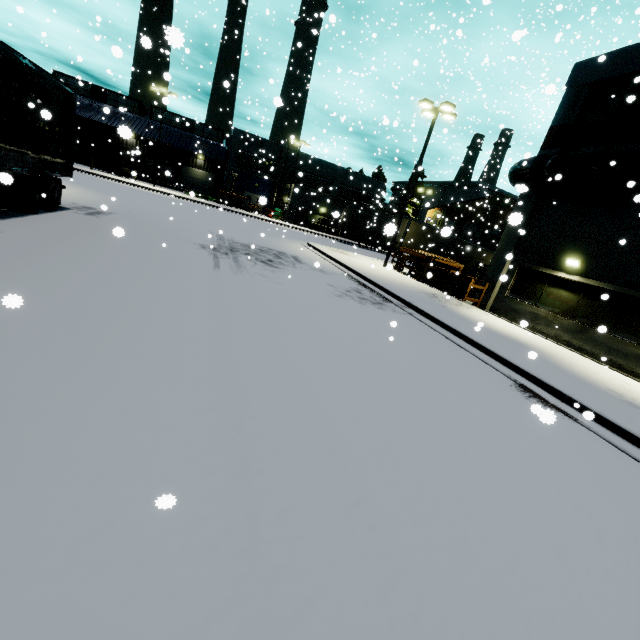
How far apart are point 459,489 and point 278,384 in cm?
247

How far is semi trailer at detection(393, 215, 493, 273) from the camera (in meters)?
27.09

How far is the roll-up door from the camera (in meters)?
50.44

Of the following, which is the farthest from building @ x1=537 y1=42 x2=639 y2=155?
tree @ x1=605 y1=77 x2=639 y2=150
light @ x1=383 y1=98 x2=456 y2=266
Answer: light @ x1=383 y1=98 x2=456 y2=266

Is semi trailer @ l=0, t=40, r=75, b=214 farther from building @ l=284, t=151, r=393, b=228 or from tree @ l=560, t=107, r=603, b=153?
tree @ l=560, t=107, r=603, b=153

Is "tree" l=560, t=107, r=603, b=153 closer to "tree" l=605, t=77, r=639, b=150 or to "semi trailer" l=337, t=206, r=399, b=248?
"tree" l=605, t=77, r=639, b=150

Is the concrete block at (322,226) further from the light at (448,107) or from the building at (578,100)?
the light at (448,107)

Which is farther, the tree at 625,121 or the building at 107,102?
the building at 107,102
